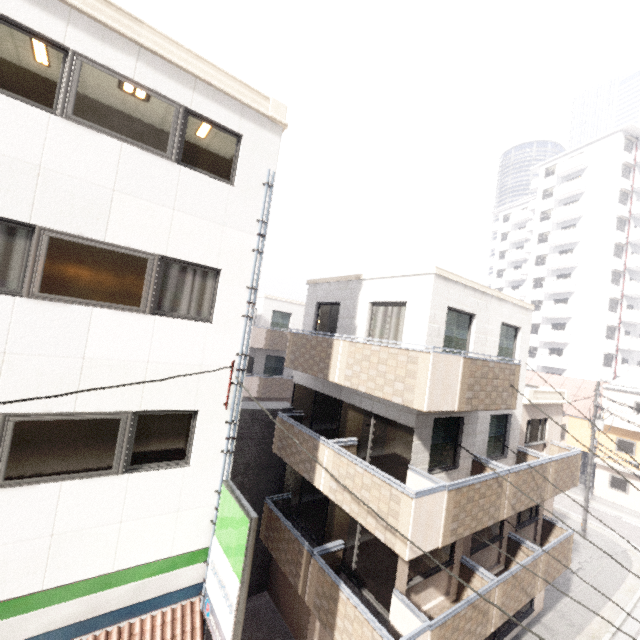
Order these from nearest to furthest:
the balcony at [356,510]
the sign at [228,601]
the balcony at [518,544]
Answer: the sign at [228,601]
the balcony at [356,510]
the balcony at [518,544]

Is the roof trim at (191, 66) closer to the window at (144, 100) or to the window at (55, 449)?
the window at (144, 100)

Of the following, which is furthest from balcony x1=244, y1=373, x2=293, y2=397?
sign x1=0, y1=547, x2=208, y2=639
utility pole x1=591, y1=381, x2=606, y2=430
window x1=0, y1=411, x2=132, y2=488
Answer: utility pole x1=591, y1=381, x2=606, y2=430

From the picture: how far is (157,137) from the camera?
6.1 meters

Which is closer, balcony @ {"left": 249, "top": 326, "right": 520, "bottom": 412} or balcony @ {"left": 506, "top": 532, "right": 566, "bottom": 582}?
balcony @ {"left": 249, "top": 326, "right": 520, "bottom": 412}

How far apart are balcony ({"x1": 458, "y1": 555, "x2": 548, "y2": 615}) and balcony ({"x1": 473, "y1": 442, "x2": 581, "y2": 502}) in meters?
1.6

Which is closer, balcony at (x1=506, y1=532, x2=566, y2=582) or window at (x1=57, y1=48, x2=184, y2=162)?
window at (x1=57, y1=48, x2=184, y2=162)

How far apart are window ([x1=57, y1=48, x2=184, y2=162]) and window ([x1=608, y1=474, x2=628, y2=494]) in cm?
3676
